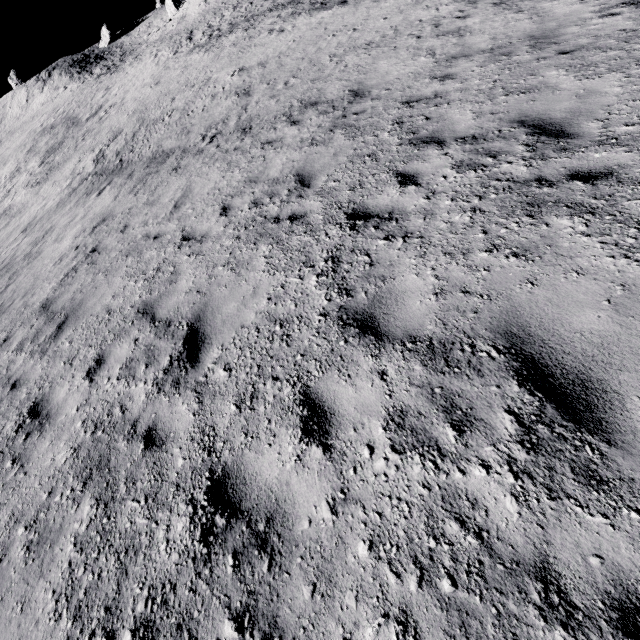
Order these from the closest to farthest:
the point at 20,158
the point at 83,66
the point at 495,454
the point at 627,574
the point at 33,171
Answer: the point at 627,574, the point at 495,454, the point at 33,171, the point at 20,158, the point at 83,66

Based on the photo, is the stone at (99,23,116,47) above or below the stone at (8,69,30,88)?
below

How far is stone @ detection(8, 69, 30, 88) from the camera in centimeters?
5640cm

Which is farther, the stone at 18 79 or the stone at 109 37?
the stone at 18 79

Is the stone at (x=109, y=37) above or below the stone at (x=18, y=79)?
below

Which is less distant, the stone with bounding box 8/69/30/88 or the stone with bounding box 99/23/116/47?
the stone with bounding box 99/23/116/47

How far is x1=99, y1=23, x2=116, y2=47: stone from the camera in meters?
53.7
